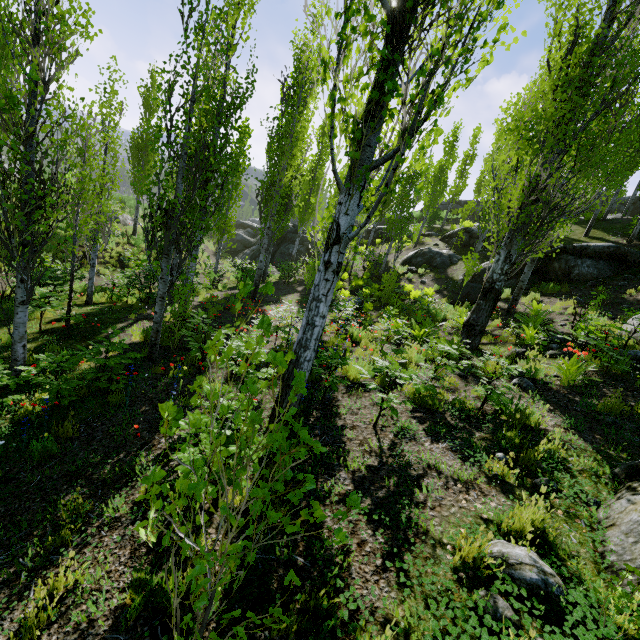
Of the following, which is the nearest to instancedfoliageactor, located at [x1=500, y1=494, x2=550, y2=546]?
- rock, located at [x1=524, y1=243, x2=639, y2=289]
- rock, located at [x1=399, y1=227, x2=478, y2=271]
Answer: rock, located at [x1=399, y1=227, x2=478, y2=271]

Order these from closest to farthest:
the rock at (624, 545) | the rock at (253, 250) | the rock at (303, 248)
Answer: the rock at (624, 545)
the rock at (303, 248)
the rock at (253, 250)

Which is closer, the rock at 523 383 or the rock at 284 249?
the rock at 523 383

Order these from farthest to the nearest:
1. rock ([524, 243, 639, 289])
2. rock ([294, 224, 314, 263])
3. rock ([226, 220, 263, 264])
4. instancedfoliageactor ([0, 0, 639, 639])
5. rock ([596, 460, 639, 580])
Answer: rock ([226, 220, 263, 264])
rock ([294, 224, 314, 263])
rock ([524, 243, 639, 289])
rock ([596, 460, 639, 580])
instancedfoliageactor ([0, 0, 639, 639])

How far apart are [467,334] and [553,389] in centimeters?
293cm

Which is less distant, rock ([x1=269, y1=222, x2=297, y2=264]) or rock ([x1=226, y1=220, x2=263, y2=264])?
rock ([x1=269, y1=222, x2=297, y2=264])

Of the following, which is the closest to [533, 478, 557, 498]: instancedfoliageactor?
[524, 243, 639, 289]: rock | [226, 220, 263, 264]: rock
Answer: [524, 243, 639, 289]: rock

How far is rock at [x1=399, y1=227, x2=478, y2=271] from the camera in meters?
19.6 m
